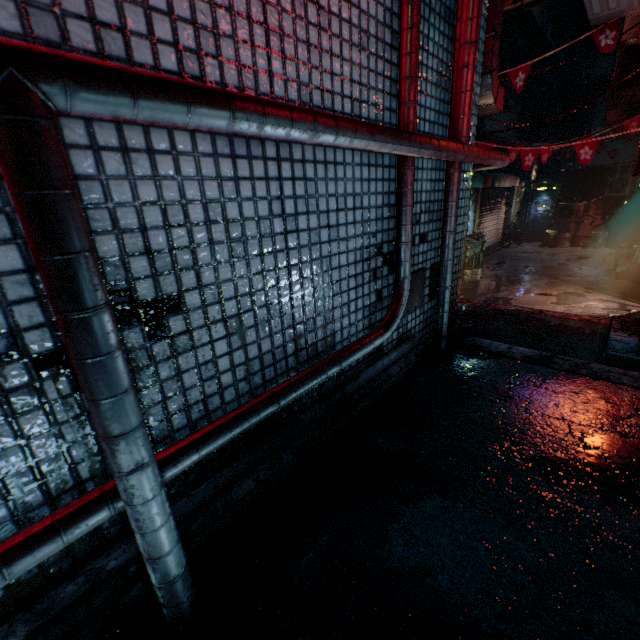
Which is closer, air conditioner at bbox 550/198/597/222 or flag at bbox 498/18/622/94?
flag at bbox 498/18/622/94

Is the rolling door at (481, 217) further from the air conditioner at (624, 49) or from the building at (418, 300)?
the building at (418, 300)

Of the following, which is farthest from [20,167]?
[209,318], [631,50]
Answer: [631,50]

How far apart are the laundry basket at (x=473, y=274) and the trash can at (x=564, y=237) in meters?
6.9 m

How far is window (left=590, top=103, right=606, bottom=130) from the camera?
11.8 meters

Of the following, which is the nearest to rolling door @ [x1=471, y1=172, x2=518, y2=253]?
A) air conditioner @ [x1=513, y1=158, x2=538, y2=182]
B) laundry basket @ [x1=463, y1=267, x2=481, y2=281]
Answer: air conditioner @ [x1=513, y1=158, x2=538, y2=182]

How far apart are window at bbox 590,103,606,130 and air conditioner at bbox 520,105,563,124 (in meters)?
3.81

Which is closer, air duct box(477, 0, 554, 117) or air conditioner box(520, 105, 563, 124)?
air duct box(477, 0, 554, 117)
